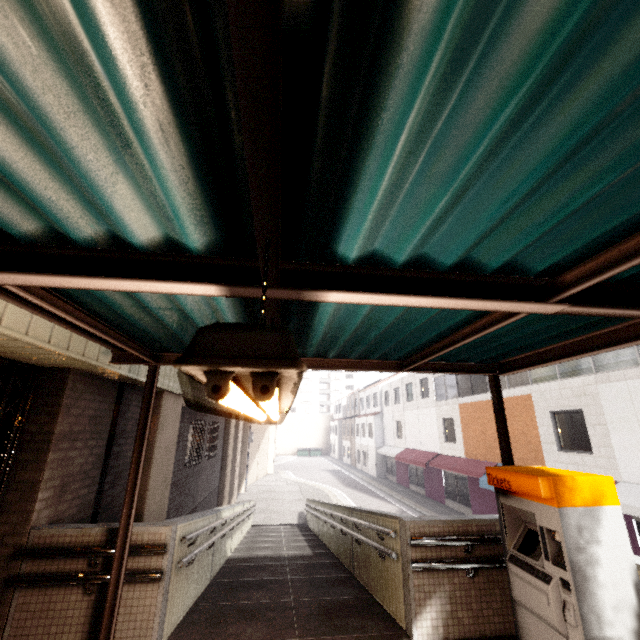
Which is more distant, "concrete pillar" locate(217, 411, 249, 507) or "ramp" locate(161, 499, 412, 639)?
"concrete pillar" locate(217, 411, 249, 507)

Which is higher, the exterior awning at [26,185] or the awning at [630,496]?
the exterior awning at [26,185]

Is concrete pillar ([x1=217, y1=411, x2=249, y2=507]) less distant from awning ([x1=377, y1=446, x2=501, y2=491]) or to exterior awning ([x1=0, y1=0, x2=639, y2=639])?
awning ([x1=377, y1=446, x2=501, y2=491])

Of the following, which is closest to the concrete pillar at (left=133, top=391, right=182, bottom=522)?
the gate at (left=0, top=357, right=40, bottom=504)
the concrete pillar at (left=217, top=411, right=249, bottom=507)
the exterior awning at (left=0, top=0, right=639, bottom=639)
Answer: the gate at (left=0, top=357, right=40, bottom=504)

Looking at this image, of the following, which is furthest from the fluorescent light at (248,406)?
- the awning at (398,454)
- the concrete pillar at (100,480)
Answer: the awning at (398,454)

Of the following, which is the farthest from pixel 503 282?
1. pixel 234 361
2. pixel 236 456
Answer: pixel 236 456

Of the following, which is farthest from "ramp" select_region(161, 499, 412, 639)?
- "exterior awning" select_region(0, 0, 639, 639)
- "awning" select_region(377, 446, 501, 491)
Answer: "awning" select_region(377, 446, 501, 491)

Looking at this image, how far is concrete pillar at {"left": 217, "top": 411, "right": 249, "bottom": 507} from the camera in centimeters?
1508cm
